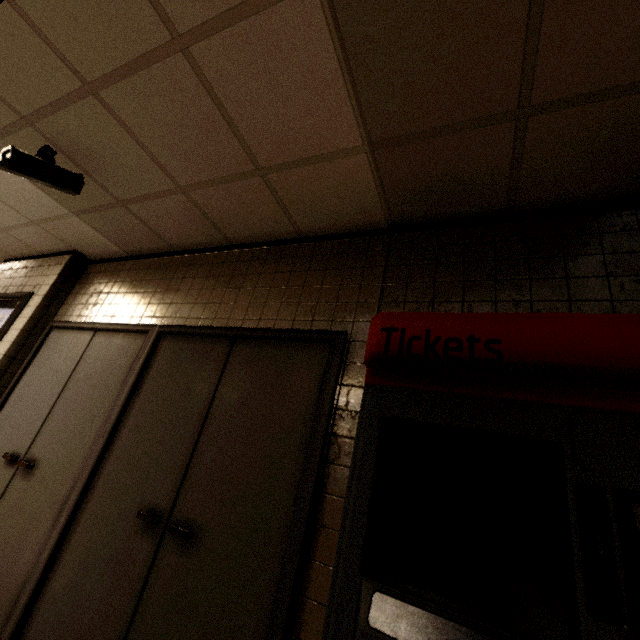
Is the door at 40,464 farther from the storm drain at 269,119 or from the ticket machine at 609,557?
the ticket machine at 609,557

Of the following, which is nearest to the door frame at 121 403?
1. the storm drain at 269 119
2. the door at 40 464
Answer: the door at 40 464

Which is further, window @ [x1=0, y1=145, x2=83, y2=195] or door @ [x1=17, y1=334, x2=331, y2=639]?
window @ [x1=0, y1=145, x2=83, y2=195]

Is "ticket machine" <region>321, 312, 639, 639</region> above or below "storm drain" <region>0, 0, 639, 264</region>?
below

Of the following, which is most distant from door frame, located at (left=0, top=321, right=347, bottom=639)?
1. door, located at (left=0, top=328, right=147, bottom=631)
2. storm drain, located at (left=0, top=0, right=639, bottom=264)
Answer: storm drain, located at (left=0, top=0, right=639, bottom=264)

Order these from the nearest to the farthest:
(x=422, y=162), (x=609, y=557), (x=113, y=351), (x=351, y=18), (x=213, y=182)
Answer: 1. (x=609, y=557)
2. (x=351, y=18)
3. (x=422, y=162)
4. (x=213, y=182)
5. (x=113, y=351)

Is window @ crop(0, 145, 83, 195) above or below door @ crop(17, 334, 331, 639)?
above

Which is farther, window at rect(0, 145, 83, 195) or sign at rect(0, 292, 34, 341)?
sign at rect(0, 292, 34, 341)
